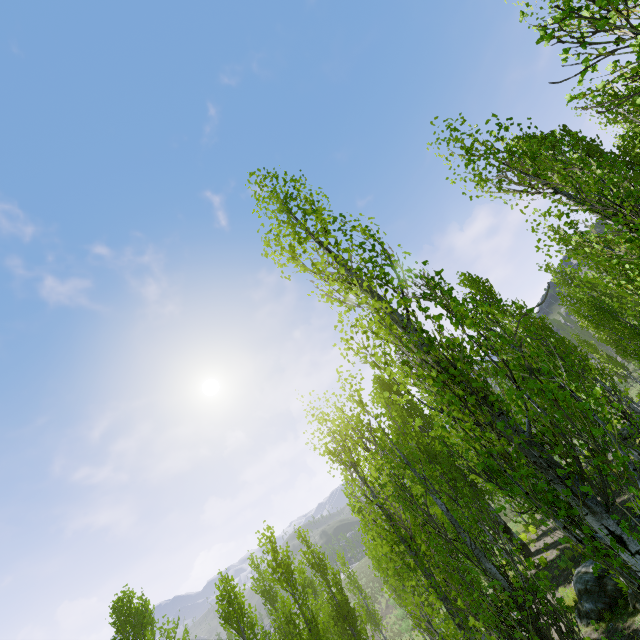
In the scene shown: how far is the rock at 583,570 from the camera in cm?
1041

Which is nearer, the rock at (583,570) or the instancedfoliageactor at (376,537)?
the instancedfoliageactor at (376,537)

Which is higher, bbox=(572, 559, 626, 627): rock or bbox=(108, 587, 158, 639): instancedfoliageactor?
bbox=(108, 587, 158, 639): instancedfoliageactor

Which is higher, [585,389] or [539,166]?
[539,166]

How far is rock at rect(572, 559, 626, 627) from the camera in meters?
10.4

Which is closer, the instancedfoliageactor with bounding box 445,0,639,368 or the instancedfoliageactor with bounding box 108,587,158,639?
the instancedfoliageactor with bounding box 445,0,639,368

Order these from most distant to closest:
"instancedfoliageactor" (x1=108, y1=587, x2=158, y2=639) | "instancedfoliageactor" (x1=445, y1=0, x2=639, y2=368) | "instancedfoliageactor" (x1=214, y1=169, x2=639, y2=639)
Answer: "instancedfoliageactor" (x1=108, y1=587, x2=158, y2=639)
"instancedfoliageactor" (x1=214, y1=169, x2=639, y2=639)
"instancedfoliageactor" (x1=445, y1=0, x2=639, y2=368)

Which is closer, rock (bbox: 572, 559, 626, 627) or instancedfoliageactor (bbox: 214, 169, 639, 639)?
instancedfoliageactor (bbox: 214, 169, 639, 639)
